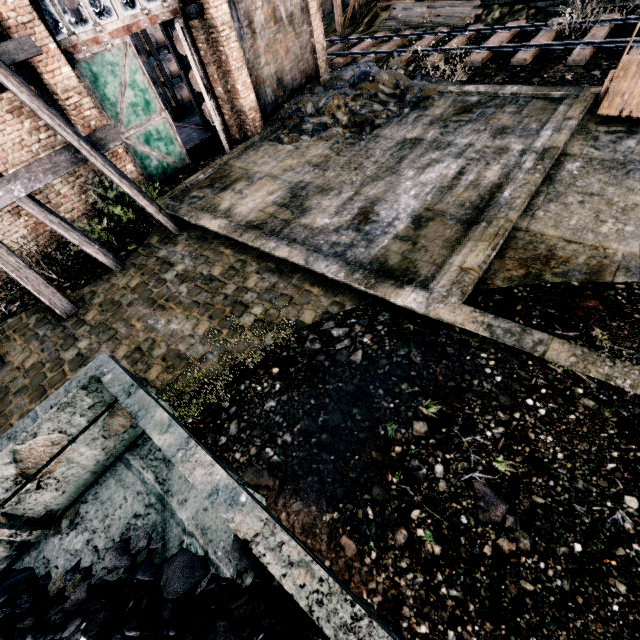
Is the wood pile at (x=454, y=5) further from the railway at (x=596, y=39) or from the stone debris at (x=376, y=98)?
the stone debris at (x=376, y=98)

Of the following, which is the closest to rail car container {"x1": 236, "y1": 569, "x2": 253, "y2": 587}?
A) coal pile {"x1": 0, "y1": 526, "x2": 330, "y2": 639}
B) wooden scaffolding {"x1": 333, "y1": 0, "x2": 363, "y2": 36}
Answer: coal pile {"x1": 0, "y1": 526, "x2": 330, "y2": 639}

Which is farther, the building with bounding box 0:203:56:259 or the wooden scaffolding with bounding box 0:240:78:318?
the building with bounding box 0:203:56:259

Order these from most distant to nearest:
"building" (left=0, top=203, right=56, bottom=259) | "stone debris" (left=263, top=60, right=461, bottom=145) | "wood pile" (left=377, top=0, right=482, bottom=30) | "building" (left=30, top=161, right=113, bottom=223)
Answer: "wood pile" (left=377, top=0, right=482, bottom=30)
"stone debris" (left=263, top=60, right=461, bottom=145)
"building" (left=30, top=161, right=113, bottom=223)
"building" (left=0, top=203, right=56, bottom=259)

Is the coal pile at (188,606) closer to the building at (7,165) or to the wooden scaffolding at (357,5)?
the building at (7,165)

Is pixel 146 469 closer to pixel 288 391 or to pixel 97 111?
pixel 288 391

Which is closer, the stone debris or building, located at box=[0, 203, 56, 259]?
building, located at box=[0, 203, 56, 259]

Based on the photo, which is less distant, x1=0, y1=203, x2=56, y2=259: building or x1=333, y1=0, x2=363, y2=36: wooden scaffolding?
x1=0, y1=203, x2=56, y2=259: building
